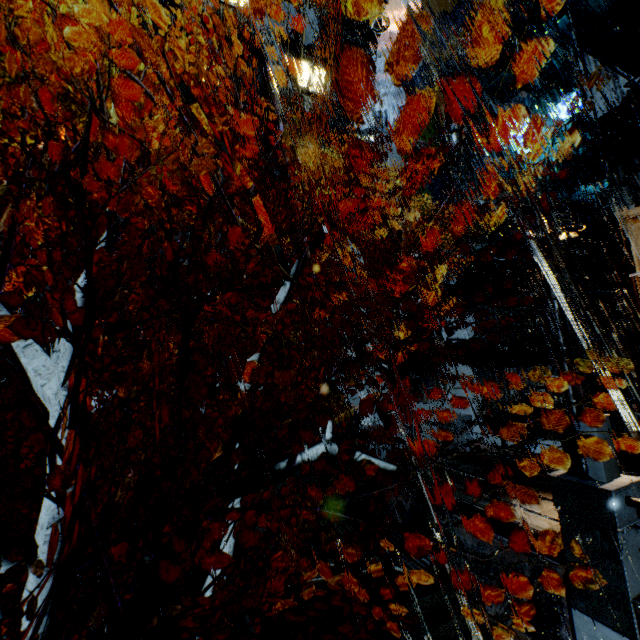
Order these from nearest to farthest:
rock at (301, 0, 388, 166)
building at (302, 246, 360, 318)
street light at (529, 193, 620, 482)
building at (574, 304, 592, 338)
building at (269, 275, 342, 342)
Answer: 1. street light at (529, 193, 620, 482)
2. building at (574, 304, 592, 338)
3. building at (269, 275, 342, 342)
4. building at (302, 246, 360, 318)
5. rock at (301, 0, 388, 166)

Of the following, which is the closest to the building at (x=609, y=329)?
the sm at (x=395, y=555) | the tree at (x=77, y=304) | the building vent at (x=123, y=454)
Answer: the building vent at (x=123, y=454)

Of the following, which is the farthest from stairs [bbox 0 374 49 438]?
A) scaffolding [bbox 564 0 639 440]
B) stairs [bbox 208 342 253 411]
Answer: scaffolding [bbox 564 0 639 440]

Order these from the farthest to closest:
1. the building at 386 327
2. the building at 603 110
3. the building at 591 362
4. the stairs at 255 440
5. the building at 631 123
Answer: the building at 386 327 < the building at 591 362 < the stairs at 255 440 < the building at 603 110 < the building at 631 123

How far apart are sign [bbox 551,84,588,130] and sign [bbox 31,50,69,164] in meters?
25.9 m

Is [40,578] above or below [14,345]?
below

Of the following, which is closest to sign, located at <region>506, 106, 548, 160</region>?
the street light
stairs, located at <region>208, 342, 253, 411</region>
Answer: the street light

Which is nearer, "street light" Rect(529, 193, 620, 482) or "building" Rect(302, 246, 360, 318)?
"street light" Rect(529, 193, 620, 482)
